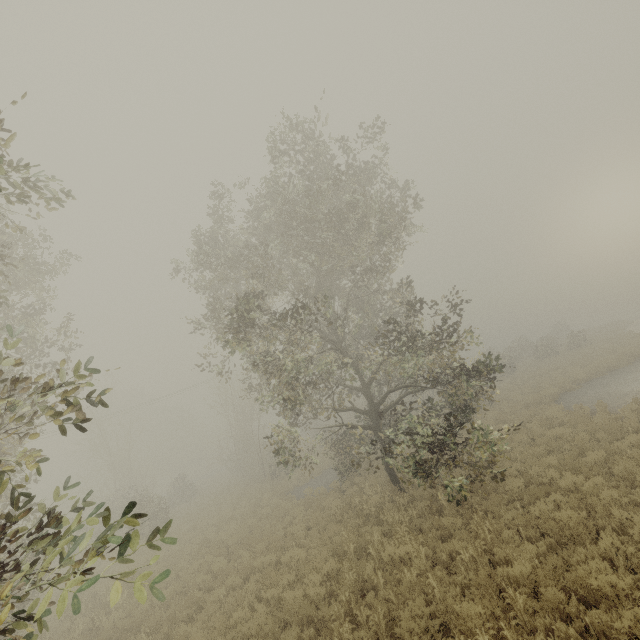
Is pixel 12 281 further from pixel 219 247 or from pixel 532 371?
pixel 532 371
